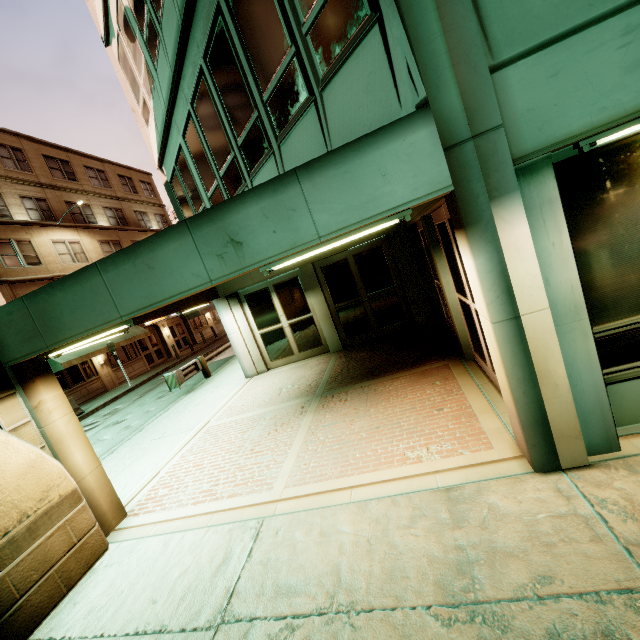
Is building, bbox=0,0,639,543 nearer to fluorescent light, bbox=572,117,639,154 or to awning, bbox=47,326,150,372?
fluorescent light, bbox=572,117,639,154

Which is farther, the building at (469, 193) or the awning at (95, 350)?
the awning at (95, 350)

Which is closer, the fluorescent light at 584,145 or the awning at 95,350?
the fluorescent light at 584,145

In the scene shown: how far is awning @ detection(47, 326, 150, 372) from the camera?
18.0m

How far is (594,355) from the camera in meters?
3.1 m

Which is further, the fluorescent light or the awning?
the awning
